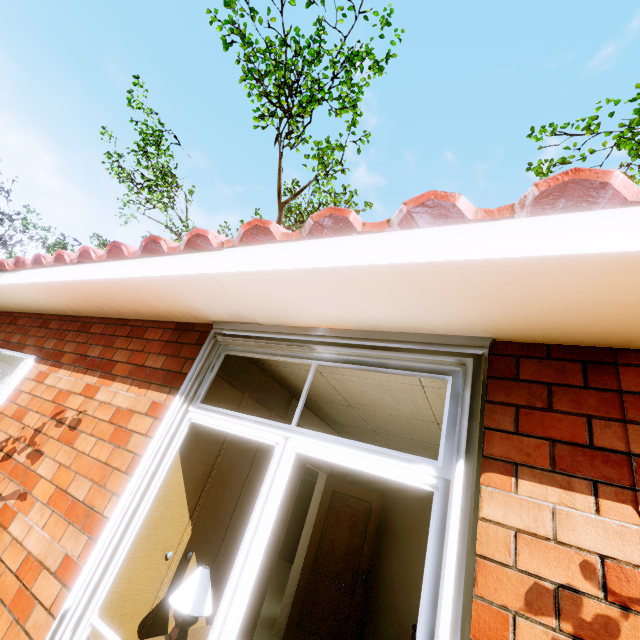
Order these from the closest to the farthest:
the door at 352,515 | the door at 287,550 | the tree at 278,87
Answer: the door at 352,515
the tree at 278,87
the door at 287,550

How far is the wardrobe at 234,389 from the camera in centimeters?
267cm

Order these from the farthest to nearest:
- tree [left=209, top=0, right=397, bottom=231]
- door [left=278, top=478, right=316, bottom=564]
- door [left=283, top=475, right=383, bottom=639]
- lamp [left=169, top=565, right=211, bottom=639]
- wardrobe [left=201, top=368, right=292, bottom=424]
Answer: door [left=278, top=478, right=316, bottom=564] → tree [left=209, top=0, right=397, bottom=231] → door [left=283, top=475, right=383, bottom=639] → wardrobe [left=201, top=368, right=292, bottom=424] → lamp [left=169, top=565, right=211, bottom=639]

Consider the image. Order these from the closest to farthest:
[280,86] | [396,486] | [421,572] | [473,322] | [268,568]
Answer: [473,322], [268,568], [421,572], [396,486], [280,86]

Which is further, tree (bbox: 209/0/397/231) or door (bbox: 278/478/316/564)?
door (bbox: 278/478/316/564)

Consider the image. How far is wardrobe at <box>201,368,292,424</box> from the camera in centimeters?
267cm

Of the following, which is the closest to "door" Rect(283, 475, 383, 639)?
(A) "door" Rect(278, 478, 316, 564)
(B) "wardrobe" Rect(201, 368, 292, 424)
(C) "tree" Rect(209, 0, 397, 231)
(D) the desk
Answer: (B) "wardrobe" Rect(201, 368, 292, 424)

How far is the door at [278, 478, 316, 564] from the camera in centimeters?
888cm
